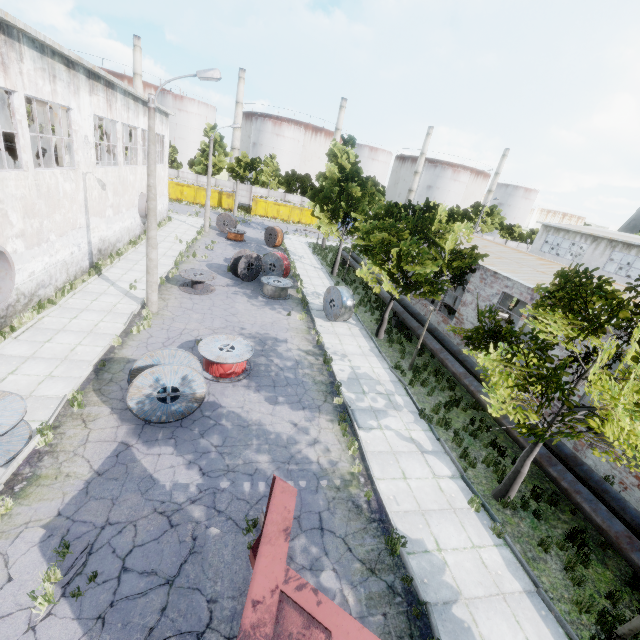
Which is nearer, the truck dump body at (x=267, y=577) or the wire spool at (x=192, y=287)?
the truck dump body at (x=267, y=577)

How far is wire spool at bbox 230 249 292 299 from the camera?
20.30m

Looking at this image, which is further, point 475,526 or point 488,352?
point 488,352

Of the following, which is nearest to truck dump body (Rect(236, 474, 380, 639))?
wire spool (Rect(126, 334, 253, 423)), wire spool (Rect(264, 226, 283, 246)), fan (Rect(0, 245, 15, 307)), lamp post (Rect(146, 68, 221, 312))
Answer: wire spool (Rect(126, 334, 253, 423))

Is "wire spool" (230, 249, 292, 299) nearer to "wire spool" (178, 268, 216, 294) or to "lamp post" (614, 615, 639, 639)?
"wire spool" (178, 268, 216, 294)

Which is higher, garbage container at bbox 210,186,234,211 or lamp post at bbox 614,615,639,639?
garbage container at bbox 210,186,234,211

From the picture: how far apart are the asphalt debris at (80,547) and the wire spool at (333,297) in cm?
1377

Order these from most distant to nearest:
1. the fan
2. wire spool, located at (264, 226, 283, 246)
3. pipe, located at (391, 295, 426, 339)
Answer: wire spool, located at (264, 226, 283, 246), pipe, located at (391, 295, 426, 339), the fan
